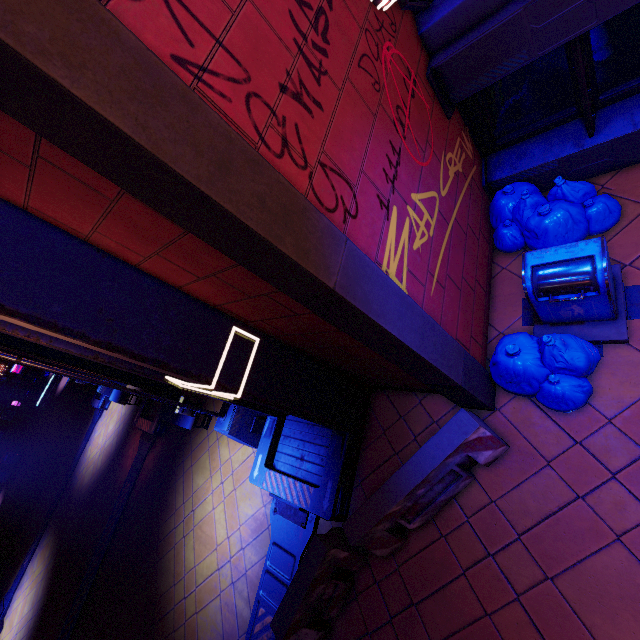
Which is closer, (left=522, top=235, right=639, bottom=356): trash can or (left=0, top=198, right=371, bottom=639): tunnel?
(left=0, top=198, right=371, bottom=639): tunnel

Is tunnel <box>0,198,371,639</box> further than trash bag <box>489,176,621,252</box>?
No

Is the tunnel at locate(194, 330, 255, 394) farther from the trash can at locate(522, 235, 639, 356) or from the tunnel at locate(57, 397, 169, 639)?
the tunnel at locate(57, 397, 169, 639)

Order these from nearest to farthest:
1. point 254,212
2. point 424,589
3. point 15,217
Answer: point 254,212 < point 15,217 < point 424,589

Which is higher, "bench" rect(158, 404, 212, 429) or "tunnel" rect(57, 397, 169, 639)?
"bench" rect(158, 404, 212, 429)

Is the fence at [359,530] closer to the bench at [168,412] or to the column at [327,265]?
the column at [327,265]

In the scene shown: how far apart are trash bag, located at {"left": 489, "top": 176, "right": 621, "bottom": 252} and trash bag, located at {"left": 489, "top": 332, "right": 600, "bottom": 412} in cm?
148

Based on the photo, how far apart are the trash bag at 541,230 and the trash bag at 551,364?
1.5 meters
